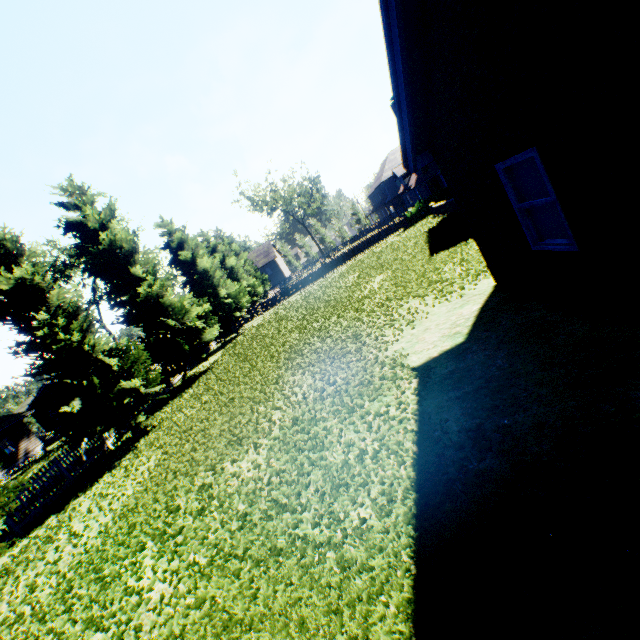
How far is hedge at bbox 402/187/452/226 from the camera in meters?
30.1

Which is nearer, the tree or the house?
the tree

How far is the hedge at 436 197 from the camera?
30.1m

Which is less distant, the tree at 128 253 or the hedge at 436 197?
the tree at 128 253

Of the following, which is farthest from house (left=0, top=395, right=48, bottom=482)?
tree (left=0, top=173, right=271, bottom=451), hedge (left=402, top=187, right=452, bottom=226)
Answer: hedge (left=402, top=187, right=452, bottom=226)

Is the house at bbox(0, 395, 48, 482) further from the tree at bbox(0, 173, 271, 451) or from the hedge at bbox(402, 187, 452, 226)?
the hedge at bbox(402, 187, 452, 226)

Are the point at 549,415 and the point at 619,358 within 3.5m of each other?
yes

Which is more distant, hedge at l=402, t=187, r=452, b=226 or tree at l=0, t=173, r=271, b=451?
hedge at l=402, t=187, r=452, b=226
